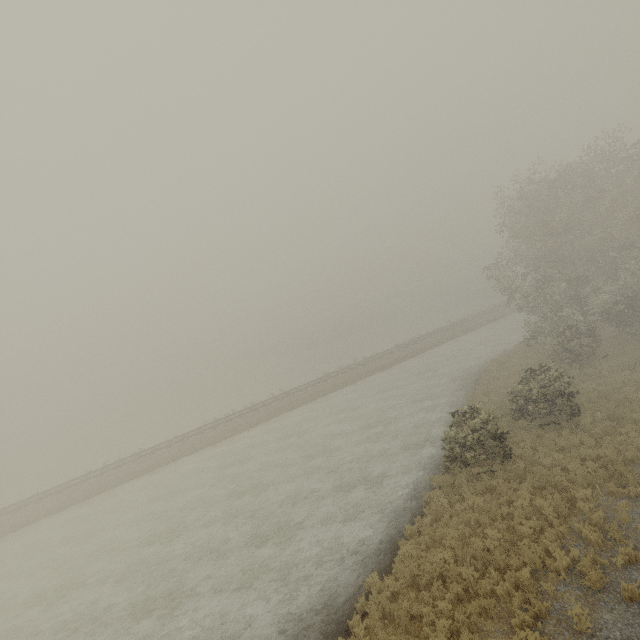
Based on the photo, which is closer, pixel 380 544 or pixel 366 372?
pixel 380 544
